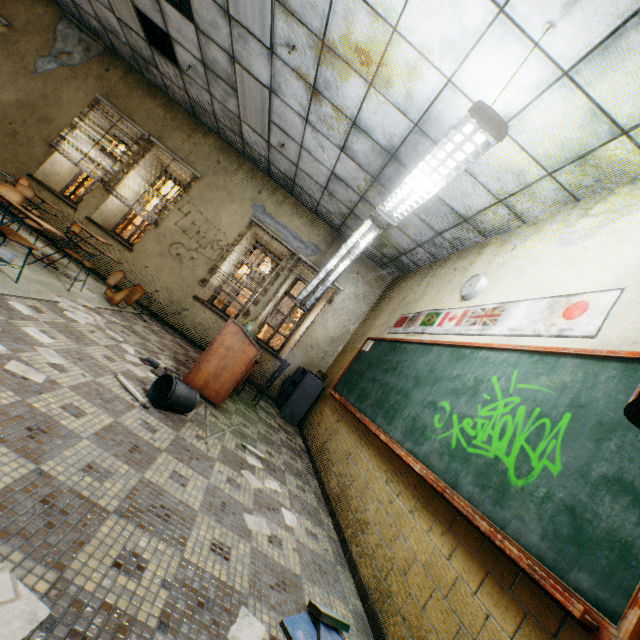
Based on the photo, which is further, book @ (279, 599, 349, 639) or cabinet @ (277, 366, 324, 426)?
cabinet @ (277, 366, 324, 426)

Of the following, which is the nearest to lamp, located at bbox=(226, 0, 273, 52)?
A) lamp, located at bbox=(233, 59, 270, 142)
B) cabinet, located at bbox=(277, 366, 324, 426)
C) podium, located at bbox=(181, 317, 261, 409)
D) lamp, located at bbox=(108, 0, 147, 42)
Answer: lamp, located at bbox=(233, 59, 270, 142)

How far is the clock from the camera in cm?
369

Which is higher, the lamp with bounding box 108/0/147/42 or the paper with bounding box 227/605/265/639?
the lamp with bounding box 108/0/147/42

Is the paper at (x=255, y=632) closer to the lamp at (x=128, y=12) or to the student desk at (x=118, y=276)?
the student desk at (x=118, y=276)

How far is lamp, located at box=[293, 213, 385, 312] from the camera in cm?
422

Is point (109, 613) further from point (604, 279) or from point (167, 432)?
point (604, 279)

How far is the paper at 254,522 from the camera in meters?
2.2
